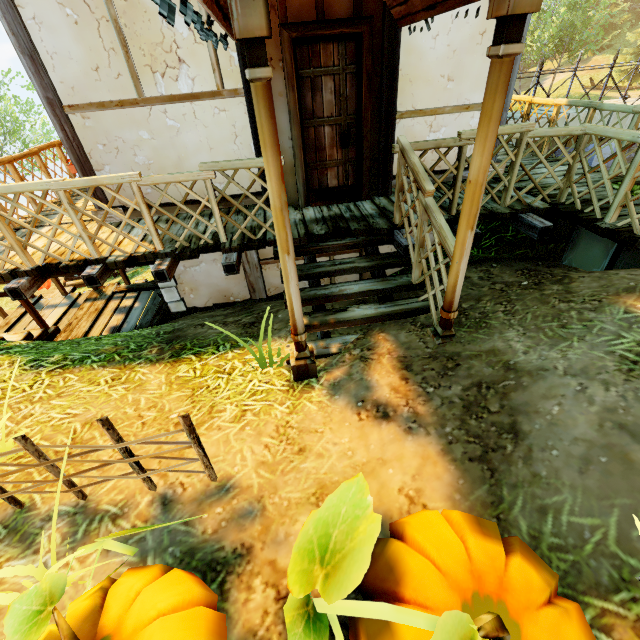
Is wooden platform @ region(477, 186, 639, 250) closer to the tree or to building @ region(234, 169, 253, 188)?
building @ region(234, 169, 253, 188)

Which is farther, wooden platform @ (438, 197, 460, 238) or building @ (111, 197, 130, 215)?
building @ (111, 197, 130, 215)

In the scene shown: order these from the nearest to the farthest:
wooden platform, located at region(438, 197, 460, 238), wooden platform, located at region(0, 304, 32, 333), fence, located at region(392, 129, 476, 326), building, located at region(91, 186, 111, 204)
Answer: fence, located at region(392, 129, 476, 326) < wooden platform, located at region(438, 197, 460, 238) < building, located at region(91, 186, 111, 204) < wooden platform, located at region(0, 304, 32, 333)

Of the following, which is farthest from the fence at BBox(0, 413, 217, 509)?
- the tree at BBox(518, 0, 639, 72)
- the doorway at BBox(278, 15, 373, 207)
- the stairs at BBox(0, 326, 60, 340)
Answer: the tree at BBox(518, 0, 639, 72)

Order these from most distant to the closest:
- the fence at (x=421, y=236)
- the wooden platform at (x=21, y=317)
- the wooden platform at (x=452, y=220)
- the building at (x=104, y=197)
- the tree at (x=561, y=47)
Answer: the tree at (x=561, y=47)
the wooden platform at (x=21, y=317)
the building at (x=104, y=197)
the wooden platform at (x=452, y=220)
the fence at (x=421, y=236)

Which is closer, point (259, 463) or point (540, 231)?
point (259, 463)

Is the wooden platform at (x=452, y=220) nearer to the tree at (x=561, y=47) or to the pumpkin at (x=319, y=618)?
the pumpkin at (x=319, y=618)

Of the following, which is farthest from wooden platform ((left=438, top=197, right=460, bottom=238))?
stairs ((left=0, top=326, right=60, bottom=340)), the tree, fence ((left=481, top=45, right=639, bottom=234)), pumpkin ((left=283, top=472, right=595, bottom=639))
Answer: the tree
